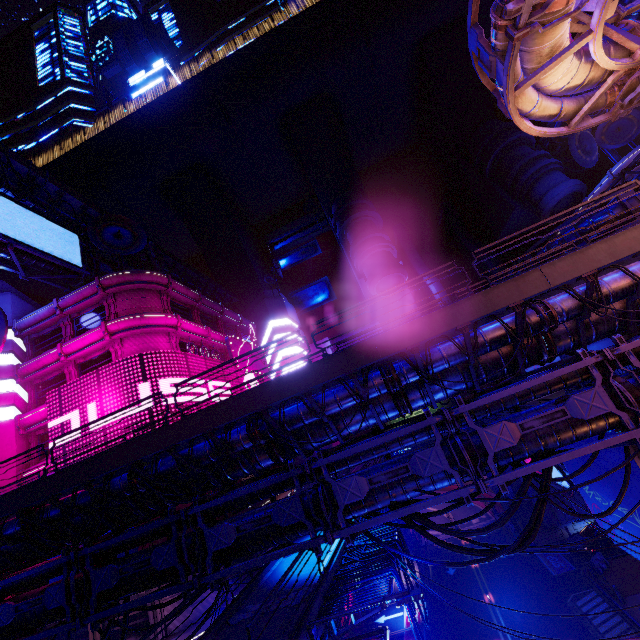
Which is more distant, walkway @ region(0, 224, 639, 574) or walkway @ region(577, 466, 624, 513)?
walkway @ region(577, 466, 624, 513)

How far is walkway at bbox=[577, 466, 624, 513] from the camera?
13.10m

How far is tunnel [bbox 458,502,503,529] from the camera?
41.70m

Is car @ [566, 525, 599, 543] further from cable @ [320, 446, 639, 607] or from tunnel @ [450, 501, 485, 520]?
cable @ [320, 446, 639, 607]

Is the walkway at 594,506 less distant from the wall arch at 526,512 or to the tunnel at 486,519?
the wall arch at 526,512

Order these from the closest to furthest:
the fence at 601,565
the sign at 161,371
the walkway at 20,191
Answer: the sign at 161,371 < the fence at 601,565 < the walkway at 20,191

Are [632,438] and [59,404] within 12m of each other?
no

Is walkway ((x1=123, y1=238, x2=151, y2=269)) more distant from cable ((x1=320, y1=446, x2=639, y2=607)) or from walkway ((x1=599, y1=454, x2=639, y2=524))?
walkway ((x1=599, y1=454, x2=639, y2=524))
